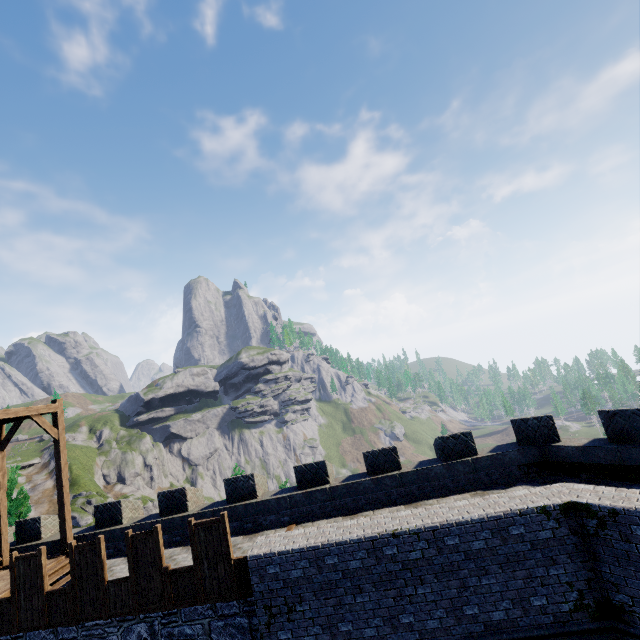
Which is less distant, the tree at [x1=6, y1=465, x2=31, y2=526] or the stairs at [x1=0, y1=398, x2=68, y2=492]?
the stairs at [x1=0, y1=398, x2=68, y2=492]

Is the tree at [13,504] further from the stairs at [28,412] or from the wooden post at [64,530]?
the wooden post at [64,530]

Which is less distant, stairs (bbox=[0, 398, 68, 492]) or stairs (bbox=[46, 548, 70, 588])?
stairs (bbox=[46, 548, 70, 588])

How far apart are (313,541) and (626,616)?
6.9m

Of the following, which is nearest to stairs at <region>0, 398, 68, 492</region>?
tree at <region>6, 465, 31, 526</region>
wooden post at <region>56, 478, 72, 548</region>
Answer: wooden post at <region>56, 478, 72, 548</region>

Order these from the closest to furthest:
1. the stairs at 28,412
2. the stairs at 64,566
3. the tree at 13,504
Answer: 1. the stairs at 64,566
2. the stairs at 28,412
3. the tree at 13,504

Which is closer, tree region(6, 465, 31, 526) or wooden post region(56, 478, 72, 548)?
wooden post region(56, 478, 72, 548)
